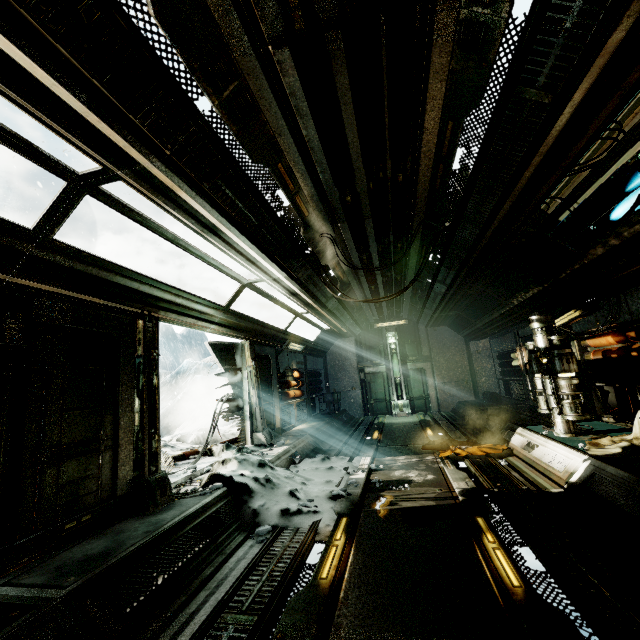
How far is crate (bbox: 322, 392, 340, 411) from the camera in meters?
15.1

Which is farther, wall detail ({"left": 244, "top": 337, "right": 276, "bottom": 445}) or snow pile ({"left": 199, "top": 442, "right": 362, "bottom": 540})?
wall detail ({"left": 244, "top": 337, "right": 276, "bottom": 445})

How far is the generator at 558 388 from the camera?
5.79m

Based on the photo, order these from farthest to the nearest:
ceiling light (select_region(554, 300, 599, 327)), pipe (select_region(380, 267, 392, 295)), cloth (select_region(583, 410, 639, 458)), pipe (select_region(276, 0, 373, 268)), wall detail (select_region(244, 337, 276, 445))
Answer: pipe (select_region(380, 267, 392, 295))
wall detail (select_region(244, 337, 276, 445))
ceiling light (select_region(554, 300, 599, 327))
cloth (select_region(583, 410, 639, 458))
pipe (select_region(276, 0, 373, 268))

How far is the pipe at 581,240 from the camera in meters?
5.4

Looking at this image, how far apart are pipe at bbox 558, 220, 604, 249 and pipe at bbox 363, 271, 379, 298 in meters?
3.7

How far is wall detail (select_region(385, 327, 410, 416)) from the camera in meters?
14.8 m

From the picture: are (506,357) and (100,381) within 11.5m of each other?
no
